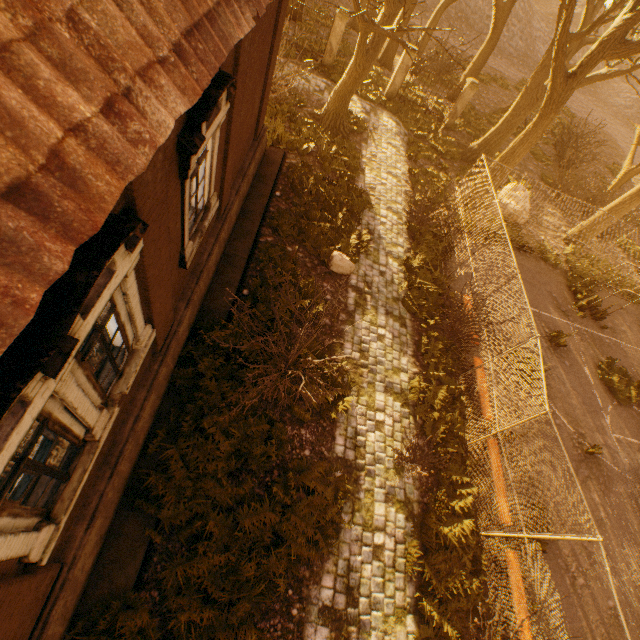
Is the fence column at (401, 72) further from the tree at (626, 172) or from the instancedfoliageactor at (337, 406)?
the instancedfoliageactor at (337, 406)

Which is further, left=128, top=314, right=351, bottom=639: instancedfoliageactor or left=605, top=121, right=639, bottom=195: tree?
left=605, top=121, right=639, bottom=195: tree

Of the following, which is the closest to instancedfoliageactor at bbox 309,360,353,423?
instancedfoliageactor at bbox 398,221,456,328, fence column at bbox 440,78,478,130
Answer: instancedfoliageactor at bbox 398,221,456,328

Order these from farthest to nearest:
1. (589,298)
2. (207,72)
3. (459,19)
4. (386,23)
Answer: (459,19)
(589,298)
(386,23)
(207,72)

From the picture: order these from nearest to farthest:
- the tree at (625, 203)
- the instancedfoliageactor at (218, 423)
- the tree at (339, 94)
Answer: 1. the instancedfoliageactor at (218, 423)
2. the tree at (339, 94)
3. the tree at (625, 203)

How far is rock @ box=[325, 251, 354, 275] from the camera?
10.1 meters

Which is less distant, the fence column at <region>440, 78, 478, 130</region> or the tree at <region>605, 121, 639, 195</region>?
the fence column at <region>440, 78, 478, 130</region>
